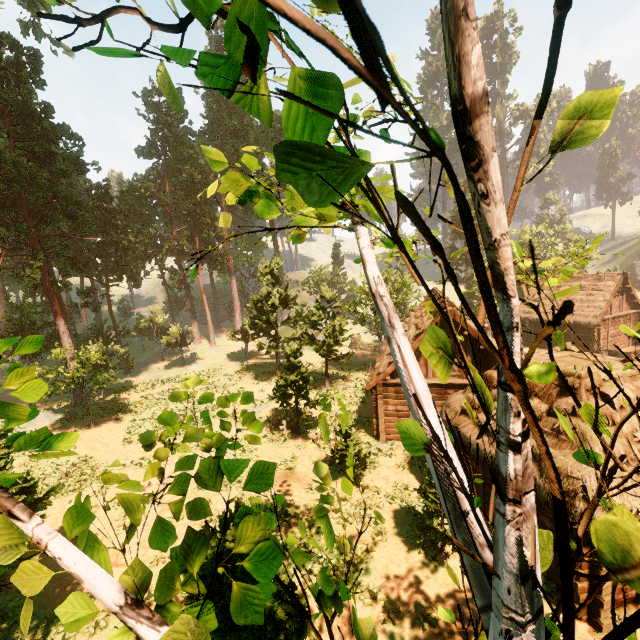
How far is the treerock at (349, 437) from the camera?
4.73m

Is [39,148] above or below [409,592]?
above

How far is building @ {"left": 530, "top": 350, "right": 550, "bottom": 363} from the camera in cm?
1180

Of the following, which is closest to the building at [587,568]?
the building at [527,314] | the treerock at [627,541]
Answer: the treerock at [627,541]

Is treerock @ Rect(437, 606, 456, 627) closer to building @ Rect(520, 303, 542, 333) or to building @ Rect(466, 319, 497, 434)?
building @ Rect(466, 319, 497, 434)

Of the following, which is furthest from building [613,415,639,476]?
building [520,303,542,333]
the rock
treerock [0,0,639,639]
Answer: the rock

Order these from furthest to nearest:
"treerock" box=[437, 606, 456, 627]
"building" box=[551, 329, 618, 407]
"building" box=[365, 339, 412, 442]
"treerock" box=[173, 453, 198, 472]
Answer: "building" box=[365, 339, 412, 442] → "building" box=[551, 329, 618, 407] → "treerock" box=[437, 606, 456, 627] → "treerock" box=[173, 453, 198, 472]
